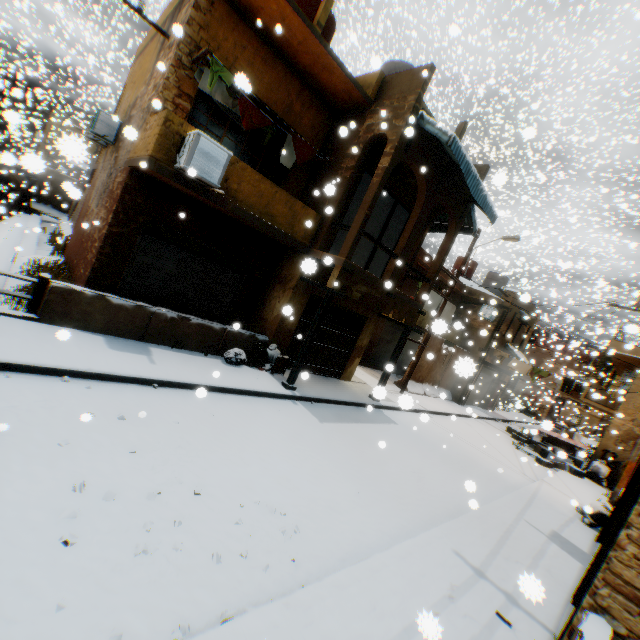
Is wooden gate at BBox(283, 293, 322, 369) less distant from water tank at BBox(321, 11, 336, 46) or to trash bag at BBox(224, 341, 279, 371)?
trash bag at BBox(224, 341, 279, 371)

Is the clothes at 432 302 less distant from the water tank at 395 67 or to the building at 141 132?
the building at 141 132

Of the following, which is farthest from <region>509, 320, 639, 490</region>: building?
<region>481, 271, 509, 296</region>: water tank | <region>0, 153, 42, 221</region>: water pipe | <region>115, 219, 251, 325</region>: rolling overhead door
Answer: <region>0, 153, 42, 221</region>: water pipe

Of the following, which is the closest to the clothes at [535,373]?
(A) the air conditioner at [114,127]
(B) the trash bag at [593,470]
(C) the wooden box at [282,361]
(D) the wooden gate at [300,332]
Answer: (B) the trash bag at [593,470]

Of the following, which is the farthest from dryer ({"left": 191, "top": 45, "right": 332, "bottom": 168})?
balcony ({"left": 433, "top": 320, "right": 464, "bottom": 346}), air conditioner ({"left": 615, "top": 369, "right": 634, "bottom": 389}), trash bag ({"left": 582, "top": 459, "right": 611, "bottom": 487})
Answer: air conditioner ({"left": 615, "top": 369, "right": 634, "bottom": 389})

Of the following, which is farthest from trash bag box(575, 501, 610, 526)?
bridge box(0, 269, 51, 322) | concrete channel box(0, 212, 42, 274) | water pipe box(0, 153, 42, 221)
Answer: water pipe box(0, 153, 42, 221)

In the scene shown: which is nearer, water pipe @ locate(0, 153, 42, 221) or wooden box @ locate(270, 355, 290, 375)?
wooden box @ locate(270, 355, 290, 375)

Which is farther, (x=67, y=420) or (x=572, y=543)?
(x=572, y=543)
